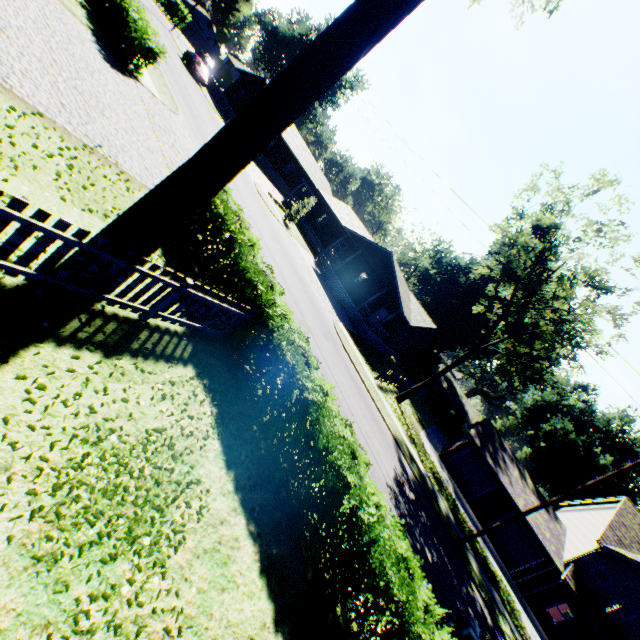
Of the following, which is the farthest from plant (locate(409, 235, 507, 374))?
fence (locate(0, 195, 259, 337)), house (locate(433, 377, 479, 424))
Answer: fence (locate(0, 195, 259, 337))

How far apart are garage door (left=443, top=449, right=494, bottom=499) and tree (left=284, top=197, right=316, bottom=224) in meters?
26.9

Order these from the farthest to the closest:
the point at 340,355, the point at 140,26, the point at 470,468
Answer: the point at 470,468 → the point at 340,355 → the point at 140,26

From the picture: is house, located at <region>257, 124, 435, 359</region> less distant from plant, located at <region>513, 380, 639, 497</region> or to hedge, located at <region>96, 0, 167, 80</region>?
plant, located at <region>513, 380, 639, 497</region>

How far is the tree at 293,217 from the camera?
31.2m

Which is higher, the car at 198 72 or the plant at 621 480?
the plant at 621 480

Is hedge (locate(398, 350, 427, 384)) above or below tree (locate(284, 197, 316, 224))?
above

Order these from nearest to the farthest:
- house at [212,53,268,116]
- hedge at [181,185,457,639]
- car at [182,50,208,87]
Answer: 1. hedge at [181,185,457,639]
2. car at [182,50,208,87]
3. house at [212,53,268,116]
